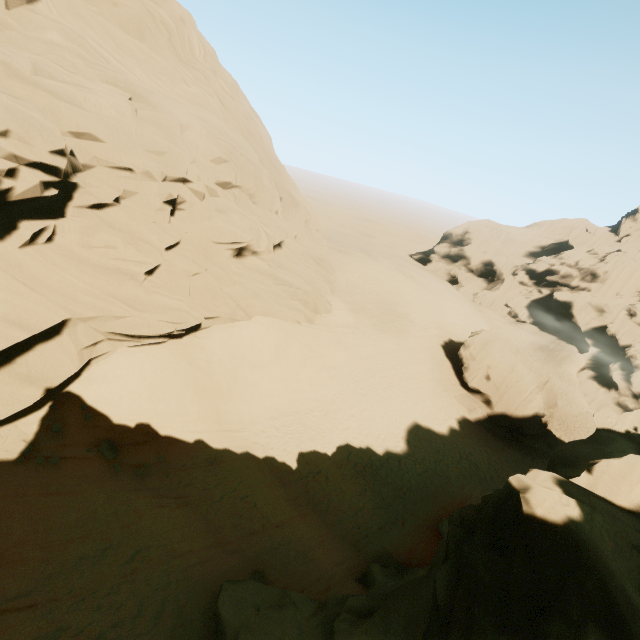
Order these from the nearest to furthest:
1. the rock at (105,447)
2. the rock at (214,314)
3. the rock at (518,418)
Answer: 1. the rock at (518,418)
2. the rock at (214,314)
3. the rock at (105,447)

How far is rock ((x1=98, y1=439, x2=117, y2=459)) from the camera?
12.38m

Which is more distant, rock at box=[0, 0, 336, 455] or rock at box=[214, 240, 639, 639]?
rock at box=[0, 0, 336, 455]

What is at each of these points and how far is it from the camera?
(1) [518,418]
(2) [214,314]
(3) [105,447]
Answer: (1) rock, 27.1 meters
(2) rock, 18.6 meters
(3) rock, 12.6 meters

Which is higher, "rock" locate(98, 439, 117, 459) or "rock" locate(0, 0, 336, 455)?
"rock" locate(0, 0, 336, 455)

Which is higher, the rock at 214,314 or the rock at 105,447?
the rock at 214,314

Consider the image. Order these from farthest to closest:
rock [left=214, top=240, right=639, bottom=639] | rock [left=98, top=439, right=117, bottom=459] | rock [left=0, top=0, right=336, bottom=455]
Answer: rock [left=98, top=439, right=117, bottom=459], rock [left=0, top=0, right=336, bottom=455], rock [left=214, top=240, right=639, bottom=639]
